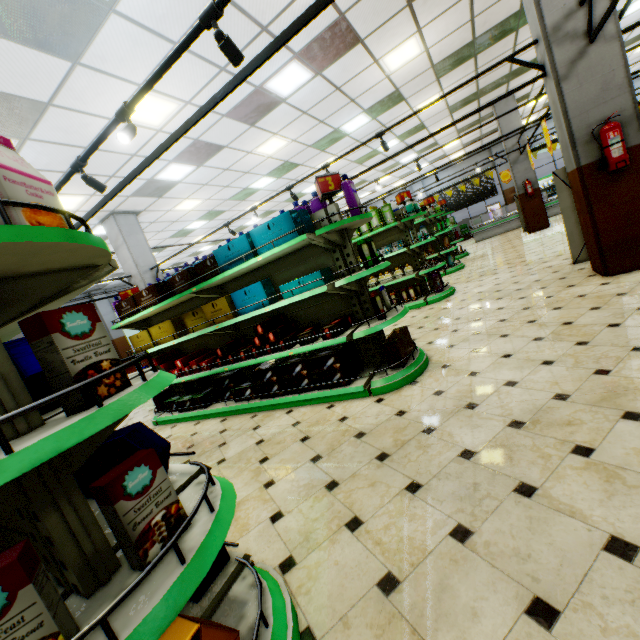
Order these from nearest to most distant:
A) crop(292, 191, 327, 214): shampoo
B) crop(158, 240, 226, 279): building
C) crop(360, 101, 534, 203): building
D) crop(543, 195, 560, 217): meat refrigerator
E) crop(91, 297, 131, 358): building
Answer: crop(292, 191, 327, 214): shampoo < crop(360, 101, 534, 203): building < crop(543, 195, 560, 217): meat refrigerator < crop(158, 240, 226, 279): building < crop(91, 297, 131, 358): building

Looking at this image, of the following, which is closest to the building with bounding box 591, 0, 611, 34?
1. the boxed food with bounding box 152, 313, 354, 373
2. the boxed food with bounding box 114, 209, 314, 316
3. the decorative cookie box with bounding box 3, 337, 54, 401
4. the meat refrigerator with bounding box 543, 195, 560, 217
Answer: the meat refrigerator with bounding box 543, 195, 560, 217

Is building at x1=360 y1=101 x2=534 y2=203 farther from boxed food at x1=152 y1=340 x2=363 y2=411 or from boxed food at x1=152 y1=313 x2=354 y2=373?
boxed food at x1=152 y1=313 x2=354 y2=373

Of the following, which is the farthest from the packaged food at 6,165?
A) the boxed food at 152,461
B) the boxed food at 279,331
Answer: the boxed food at 279,331

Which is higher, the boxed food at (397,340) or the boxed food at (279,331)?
the boxed food at (279,331)

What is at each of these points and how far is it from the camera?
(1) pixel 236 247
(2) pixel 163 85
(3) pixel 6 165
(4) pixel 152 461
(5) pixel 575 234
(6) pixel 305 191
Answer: (1) boxed food, 3.9 meters
(2) building, 4.9 meters
(3) packaged food, 1.1 meters
(4) boxed food, 1.2 meters
(5) sign, 5.5 meters
(6) building, 13.8 meters

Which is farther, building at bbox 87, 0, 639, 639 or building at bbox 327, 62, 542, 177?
building at bbox 327, 62, 542, 177

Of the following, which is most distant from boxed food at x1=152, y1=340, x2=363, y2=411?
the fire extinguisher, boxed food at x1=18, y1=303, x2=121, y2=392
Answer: the fire extinguisher
